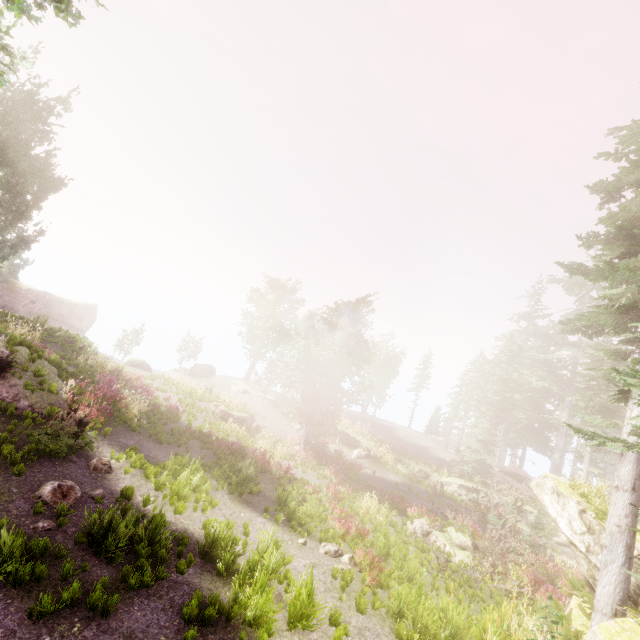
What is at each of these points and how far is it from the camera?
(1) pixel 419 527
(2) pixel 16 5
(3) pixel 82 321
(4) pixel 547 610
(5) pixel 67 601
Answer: (1) rock, 17.0m
(2) instancedfoliageactor, 8.5m
(3) rock, 43.9m
(4) instancedfoliageactor, 13.0m
(5) instancedfoliageactor, 5.9m

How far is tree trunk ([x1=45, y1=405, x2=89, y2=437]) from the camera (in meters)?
10.68

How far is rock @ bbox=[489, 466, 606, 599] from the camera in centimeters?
1188cm

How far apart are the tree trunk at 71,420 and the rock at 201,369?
32.24m

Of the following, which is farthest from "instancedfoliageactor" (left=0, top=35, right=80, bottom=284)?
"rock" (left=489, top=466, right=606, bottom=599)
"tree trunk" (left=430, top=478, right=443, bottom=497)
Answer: "tree trunk" (left=430, top=478, right=443, bottom=497)

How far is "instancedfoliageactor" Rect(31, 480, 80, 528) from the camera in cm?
781

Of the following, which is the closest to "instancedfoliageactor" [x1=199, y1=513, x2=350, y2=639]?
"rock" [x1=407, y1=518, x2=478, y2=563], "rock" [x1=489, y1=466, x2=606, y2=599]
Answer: "rock" [x1=489, y1=466, x2=606, y2=599]

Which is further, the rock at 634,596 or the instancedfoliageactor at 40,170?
the instancedfoliageactor at 40,170
